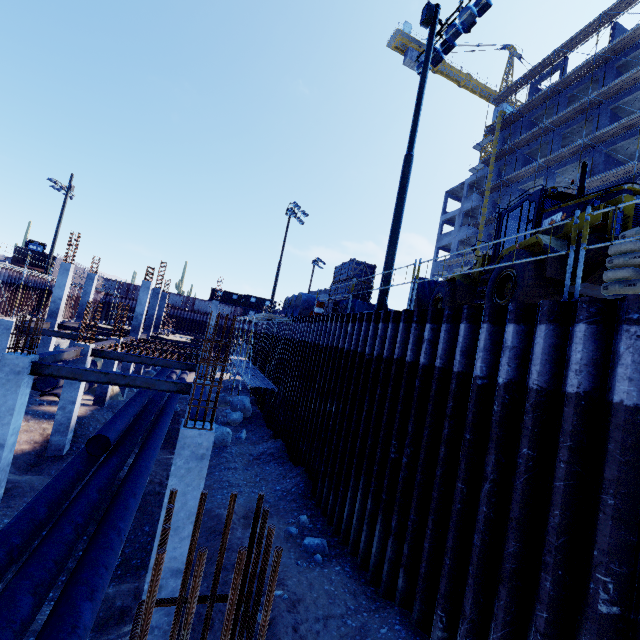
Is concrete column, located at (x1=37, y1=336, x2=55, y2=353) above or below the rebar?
below

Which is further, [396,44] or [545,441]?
[396,44]

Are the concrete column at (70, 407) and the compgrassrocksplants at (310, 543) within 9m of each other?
no

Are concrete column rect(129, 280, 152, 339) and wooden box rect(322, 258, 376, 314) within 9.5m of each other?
no

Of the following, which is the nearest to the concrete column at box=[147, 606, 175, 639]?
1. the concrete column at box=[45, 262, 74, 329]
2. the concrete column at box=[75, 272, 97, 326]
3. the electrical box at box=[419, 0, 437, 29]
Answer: the electrical box at box=[419, 0, 437, 29]

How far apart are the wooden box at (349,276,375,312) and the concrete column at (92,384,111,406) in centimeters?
1185cm

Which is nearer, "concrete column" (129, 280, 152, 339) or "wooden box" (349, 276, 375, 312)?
"wooden box" (349, 276, 375, 312)

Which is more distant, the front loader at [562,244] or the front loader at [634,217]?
the front loader at [562,244]
